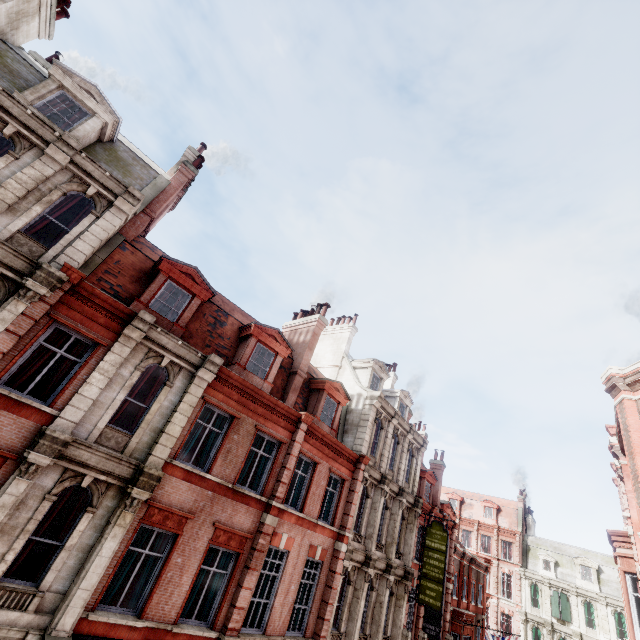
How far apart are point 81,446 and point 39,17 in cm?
1665

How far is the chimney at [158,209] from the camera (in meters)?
13.52

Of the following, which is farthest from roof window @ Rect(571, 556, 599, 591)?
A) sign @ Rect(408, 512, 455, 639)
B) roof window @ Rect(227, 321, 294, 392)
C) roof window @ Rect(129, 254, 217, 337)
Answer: roof window @ Rect(129, 254, 217, 337)

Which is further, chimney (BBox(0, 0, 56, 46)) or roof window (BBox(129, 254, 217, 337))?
roof window (BBox(129, 254, 217, 337))

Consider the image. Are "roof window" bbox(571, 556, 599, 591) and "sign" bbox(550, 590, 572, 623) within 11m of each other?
yes

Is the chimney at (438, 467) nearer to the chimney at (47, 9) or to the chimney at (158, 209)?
the chimney at (158, 209)

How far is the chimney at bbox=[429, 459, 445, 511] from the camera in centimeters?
2816cm

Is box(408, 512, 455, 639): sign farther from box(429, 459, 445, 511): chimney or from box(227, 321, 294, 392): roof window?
box(227, 321, 294, 392): roof window
